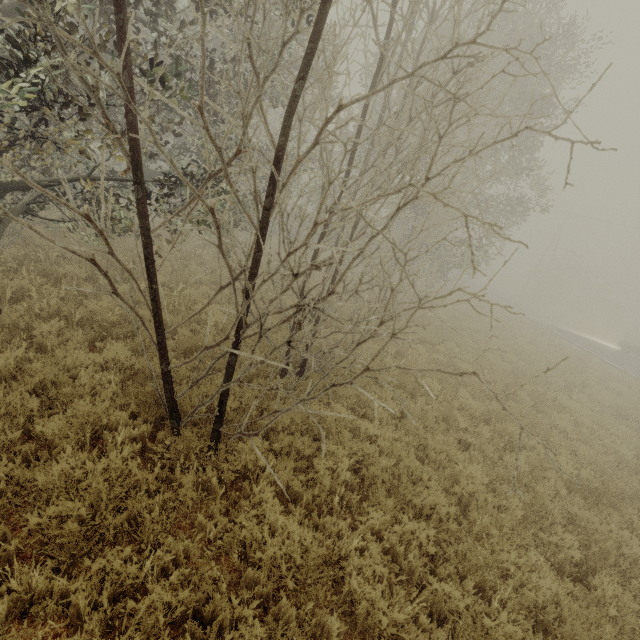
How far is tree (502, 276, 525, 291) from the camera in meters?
51.1

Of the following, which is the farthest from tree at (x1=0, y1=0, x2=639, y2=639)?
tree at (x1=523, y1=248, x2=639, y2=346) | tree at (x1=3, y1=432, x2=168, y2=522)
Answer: tree at (x1=523, y1=248, x2=639, y2=346)

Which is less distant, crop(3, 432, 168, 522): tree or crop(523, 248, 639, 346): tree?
crop(3, 432, 168, 522): tree

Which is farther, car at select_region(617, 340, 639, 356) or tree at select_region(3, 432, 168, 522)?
car at select_region(617, 340, 639, 356)

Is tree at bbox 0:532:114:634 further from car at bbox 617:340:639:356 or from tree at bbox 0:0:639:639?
car at bbox 617:340:639:356

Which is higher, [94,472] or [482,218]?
[482,218]

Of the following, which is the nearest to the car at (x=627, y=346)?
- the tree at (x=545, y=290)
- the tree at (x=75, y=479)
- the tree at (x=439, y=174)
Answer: the tree at (x=545, y=290)

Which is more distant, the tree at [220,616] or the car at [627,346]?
the car at [627,346]
